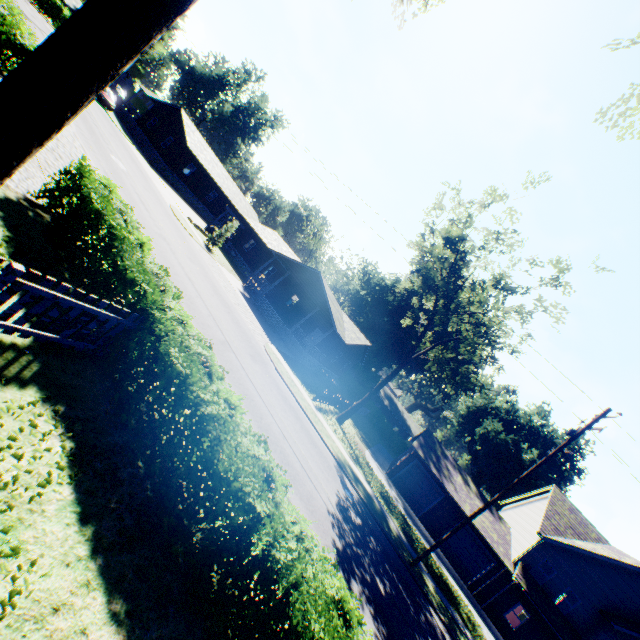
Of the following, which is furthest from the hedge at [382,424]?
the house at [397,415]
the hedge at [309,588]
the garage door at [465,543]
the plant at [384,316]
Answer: the hedge at [309,588]

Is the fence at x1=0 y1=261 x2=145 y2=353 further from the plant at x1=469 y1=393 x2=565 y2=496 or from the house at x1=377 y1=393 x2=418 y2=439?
the house at x1=377 y1=393 x2=418 y2=439

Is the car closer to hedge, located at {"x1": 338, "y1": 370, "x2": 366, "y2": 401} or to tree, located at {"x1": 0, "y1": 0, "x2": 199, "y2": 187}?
hedge, located at {"x1": 338, "y1": 370, "x2": 366, "y2": 401}

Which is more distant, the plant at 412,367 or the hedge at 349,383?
the plant at 412,367

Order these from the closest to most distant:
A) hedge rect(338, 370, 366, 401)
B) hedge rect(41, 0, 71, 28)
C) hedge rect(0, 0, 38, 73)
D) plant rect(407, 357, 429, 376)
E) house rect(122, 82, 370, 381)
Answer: hedge rect(0, 0, 38, 73) → house rect(122, 82, 370, 381) → hedge rect(41, 0, 71, 28) → hedge rect(338, 370, 366, 401) → plant rect(407, 357, 429, 376)

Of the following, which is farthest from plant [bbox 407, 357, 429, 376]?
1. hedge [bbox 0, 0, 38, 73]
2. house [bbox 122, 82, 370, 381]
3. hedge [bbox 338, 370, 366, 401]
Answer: hedge [bbox 0, 0, 38, 73]

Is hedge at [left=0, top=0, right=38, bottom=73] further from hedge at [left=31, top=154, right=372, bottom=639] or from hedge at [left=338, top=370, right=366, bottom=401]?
hedge at [left=338, top=370, right=366, bottom=401]

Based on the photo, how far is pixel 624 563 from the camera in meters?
22.4 m
